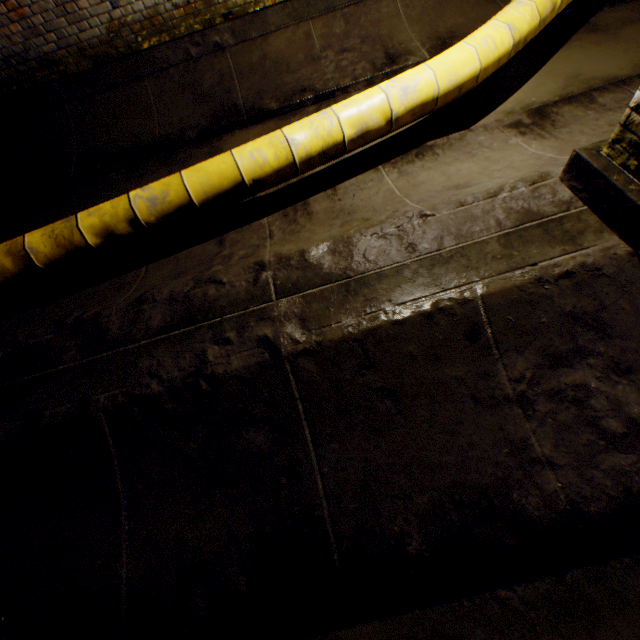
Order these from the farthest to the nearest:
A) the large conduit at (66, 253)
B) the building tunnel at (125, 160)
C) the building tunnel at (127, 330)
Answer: the building tunnel at (125, 160) < the large conduit at (66, 253) < the building tunnel at (127, 330)

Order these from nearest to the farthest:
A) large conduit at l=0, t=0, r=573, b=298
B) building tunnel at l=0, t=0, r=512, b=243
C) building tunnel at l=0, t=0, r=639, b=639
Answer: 1. building tunnel at l=0, t=0, r=639, b=639
2. large conduit at l=0, t=0, r=573, b=298
3. building tunnel at l=0, t=0, r=512, b=243

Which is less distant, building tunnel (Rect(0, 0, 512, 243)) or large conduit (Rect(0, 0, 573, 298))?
large conduit (Rect(0, 0, 573, 298))

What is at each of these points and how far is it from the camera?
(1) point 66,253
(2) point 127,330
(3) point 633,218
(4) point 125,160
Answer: A:
(1) large conduit, 2.78m
(2) building tunnel, 2.37m
(3) support arch, 1.86m
(4) building tunnel, 4.38m

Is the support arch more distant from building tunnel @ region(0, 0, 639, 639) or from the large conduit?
the large conduit

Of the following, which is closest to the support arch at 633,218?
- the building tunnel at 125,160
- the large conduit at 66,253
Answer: the building tunnel at 125,160
